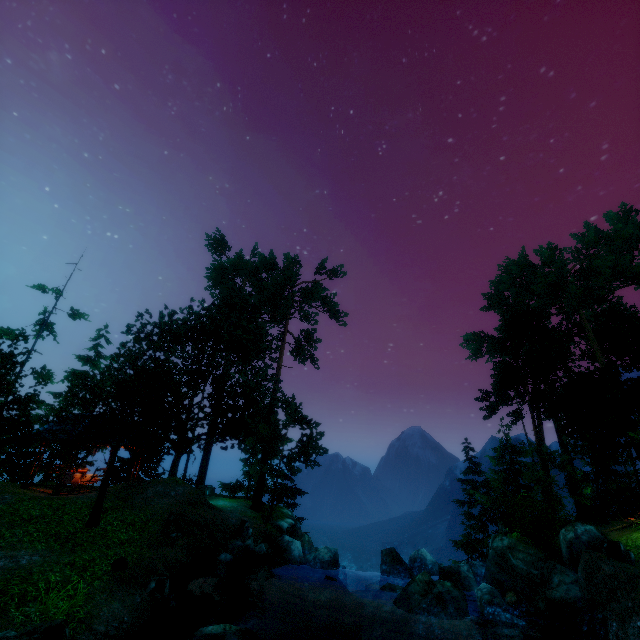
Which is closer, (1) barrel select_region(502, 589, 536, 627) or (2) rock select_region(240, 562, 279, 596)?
(1) barrel select_region(502, 589, 536, 627)

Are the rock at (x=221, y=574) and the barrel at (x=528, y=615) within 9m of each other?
no

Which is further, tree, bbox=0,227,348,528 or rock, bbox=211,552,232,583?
tree, bbox=0,227,348,528

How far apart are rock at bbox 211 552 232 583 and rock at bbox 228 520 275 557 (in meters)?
1.52

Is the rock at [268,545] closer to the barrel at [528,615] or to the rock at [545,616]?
the rock at [545,616]

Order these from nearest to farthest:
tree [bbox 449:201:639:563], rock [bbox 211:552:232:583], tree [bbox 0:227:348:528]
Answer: rock [bbox 211:552:232:583] < tree [bbox 0:227:348:528] < tree [bbox 449:201:639:563]

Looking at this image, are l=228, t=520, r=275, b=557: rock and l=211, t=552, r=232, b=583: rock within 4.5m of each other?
yes

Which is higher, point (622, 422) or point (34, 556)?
point (622, 422)
